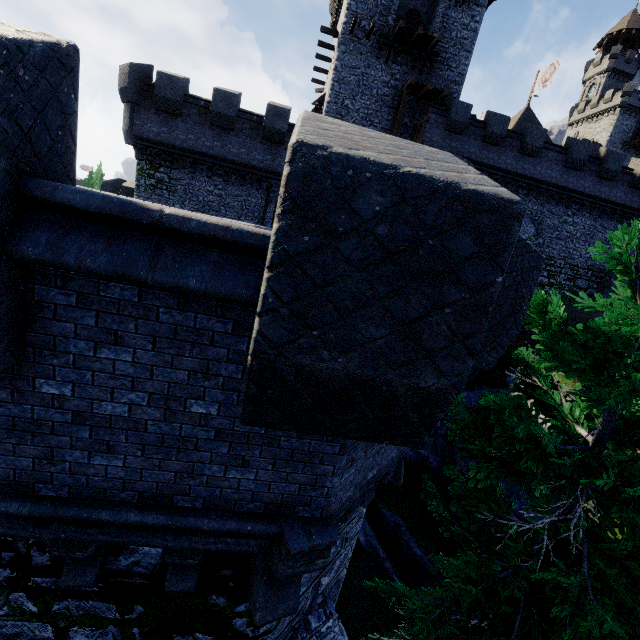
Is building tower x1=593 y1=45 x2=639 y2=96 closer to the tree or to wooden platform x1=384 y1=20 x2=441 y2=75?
wooden platform x1=384 y1=20 x2=441 y2=75

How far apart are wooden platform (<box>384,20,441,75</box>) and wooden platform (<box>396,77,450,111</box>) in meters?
1.3 m

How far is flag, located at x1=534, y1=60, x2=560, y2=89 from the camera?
35.67m

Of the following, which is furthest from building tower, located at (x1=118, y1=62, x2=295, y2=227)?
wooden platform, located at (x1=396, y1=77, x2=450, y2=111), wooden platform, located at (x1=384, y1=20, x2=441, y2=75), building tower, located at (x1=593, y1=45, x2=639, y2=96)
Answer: building tower, located at (x1=593, y1=45, x2=639, y2=96)

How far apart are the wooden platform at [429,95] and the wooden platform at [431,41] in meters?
1.3 m

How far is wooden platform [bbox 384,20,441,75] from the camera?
21.0 meters

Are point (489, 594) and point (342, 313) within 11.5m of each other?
yes

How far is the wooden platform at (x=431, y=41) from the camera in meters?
21.0
